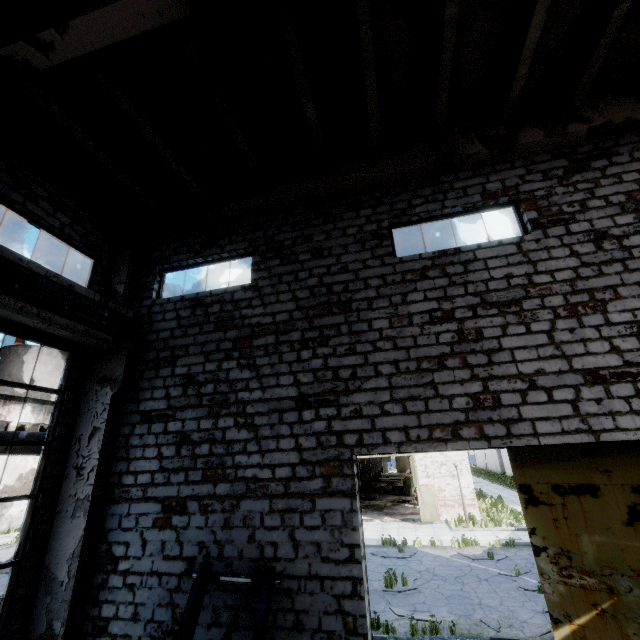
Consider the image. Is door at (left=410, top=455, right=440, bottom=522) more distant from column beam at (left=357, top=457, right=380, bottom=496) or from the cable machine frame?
column beam at (left=357, top=457, right=380, bottom=496)

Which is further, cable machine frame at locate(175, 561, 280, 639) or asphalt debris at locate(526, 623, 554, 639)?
asphalt debris at locate(526, 623, 554, 639)

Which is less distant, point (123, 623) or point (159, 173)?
point (123, 623)

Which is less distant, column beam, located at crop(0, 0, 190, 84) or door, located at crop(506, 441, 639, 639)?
column beam, located at crop(0, 0, 190, 84)

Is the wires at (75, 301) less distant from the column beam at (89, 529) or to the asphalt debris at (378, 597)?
the column beam at (89, 529)

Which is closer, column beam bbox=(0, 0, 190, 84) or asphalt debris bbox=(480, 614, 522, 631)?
column beam bbox=(0, 0, 190, 84)

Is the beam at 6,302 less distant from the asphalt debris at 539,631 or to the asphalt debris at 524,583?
the asphalt debris at 539,631

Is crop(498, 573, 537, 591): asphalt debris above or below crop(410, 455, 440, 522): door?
below
